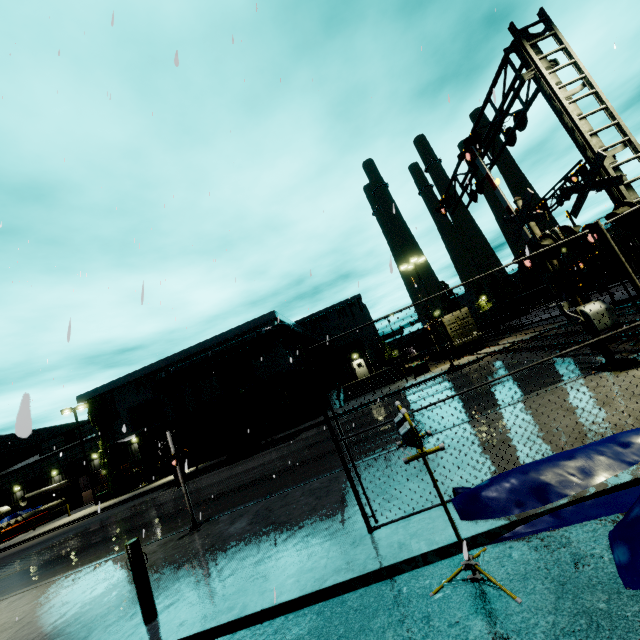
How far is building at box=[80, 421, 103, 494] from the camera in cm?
4153

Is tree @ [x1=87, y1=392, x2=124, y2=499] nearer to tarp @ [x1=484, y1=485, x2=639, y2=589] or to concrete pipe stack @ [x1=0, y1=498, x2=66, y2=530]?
concrete pipe stack @ [x1=0, y1=498, x2=66, y2=530]

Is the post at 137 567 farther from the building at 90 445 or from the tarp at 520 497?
the building at 90 445

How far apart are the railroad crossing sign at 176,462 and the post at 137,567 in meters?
3.8

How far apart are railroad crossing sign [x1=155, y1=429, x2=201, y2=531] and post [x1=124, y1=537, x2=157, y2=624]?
3.8m

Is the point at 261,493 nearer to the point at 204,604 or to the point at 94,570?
the point at 94,570

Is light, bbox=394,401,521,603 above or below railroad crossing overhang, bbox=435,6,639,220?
below

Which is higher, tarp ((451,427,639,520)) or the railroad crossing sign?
the railroad crossing sign
